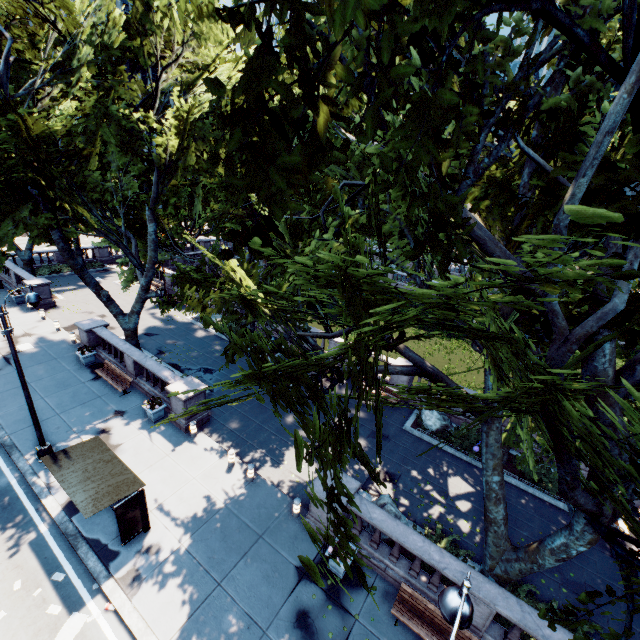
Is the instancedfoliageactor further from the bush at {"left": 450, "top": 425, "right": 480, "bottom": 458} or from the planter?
the bush at {"left": 450, "top": 425, "right": 480, "bottom": 458}

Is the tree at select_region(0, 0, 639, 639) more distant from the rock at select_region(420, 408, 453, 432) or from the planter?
the planter

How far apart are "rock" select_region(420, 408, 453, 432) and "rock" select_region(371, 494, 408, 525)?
5.8m

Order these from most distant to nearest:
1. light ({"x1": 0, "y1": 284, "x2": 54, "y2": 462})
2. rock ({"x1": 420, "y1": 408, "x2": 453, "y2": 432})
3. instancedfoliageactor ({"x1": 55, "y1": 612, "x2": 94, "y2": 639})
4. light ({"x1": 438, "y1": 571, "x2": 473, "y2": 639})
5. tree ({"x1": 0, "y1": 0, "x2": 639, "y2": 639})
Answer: rock ({"x1": 420, "y1": 408, "x2": 453, "y2": 432}), light ({"x1": 0, "y1": 284, "x2": 54, "y2": 462}), instancedfoliageactor ({"x1": 55, "y1": 612, "x2": 94, "y2": 639}), light ({"x1": 438, "y1": 571, "x2": 473, "y2": 639}), tree ({"x1": 0, "y1": 0, "x2": 639, "y2": 639})

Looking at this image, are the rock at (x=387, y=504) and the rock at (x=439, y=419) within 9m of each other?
yes

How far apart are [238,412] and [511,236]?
15.4 meters

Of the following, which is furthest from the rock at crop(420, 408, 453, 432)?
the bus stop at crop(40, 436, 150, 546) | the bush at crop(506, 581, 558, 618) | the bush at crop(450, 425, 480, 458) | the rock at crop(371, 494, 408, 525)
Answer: the bus stop at crop(40, 436, 150, 546)

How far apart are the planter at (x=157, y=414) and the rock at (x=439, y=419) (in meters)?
13.76
